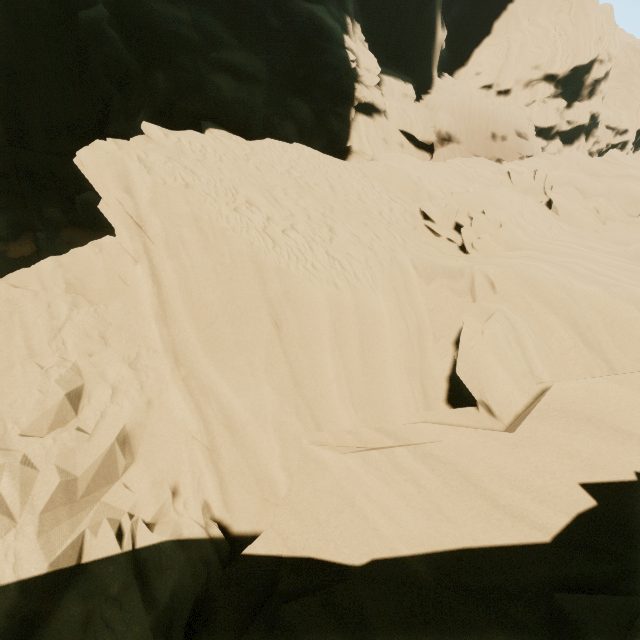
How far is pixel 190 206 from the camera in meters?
7.0
